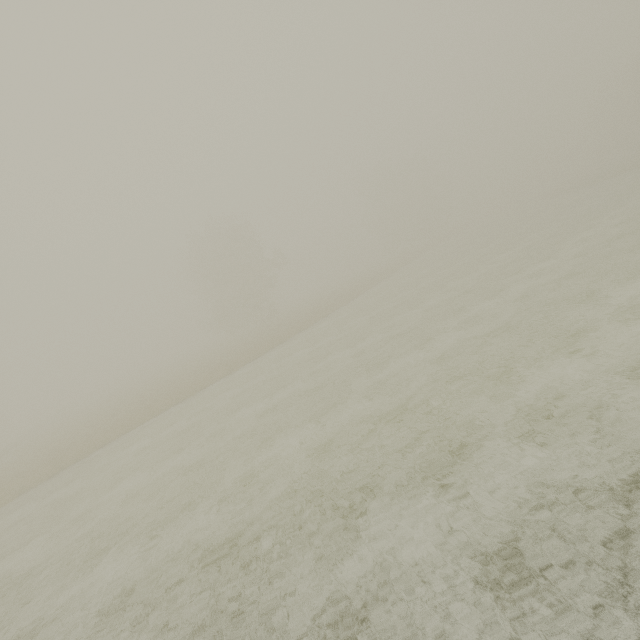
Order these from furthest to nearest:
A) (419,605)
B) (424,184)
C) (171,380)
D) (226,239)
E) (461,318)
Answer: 1. (424,184)
2. (226,239)
3. (171,380)
4. (461,318)
5. (419,605)
